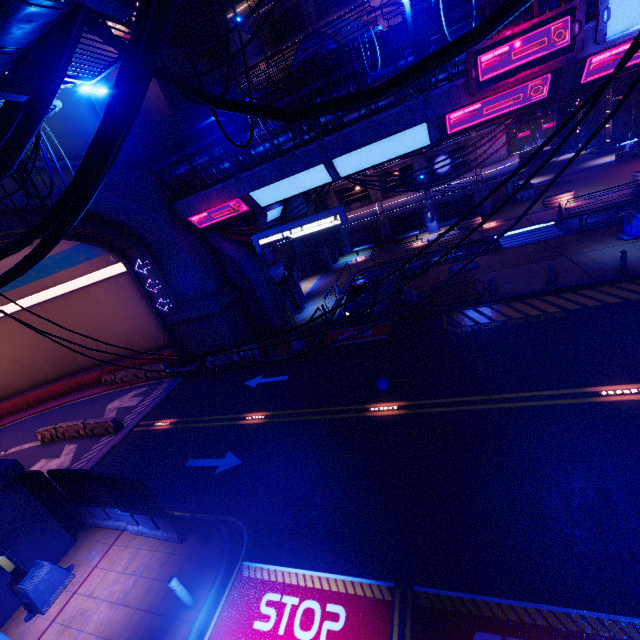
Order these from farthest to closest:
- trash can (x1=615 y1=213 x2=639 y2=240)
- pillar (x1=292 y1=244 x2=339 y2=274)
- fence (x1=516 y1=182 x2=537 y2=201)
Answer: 1. pillar (x1=292 y1=244 x2=339 y2=274)
2. fence (x1=516 y1=182 x2=537 y2=201)
3. trash can (x1=615 y1=213 x2=639 y2=240)

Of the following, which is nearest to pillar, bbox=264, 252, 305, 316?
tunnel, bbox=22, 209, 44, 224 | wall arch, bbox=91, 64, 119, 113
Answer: wall arch, bbox=91, 64, 119, 113

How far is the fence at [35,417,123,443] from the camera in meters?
18.5

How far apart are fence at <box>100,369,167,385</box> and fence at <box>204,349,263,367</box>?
6.6m

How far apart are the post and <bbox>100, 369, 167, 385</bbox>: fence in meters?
19.3 m

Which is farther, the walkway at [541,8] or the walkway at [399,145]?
the walkway at [399,145]

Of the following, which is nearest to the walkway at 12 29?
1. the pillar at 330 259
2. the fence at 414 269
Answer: the fence at 414 269

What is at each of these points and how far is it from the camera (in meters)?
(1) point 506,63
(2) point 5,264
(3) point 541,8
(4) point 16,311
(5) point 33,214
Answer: (1) sign, 12.19
(2) tunnel, 20.78
(3) walkway, 11.62
(4) tunnel, 25.19
(5) tunnel, 14.95
